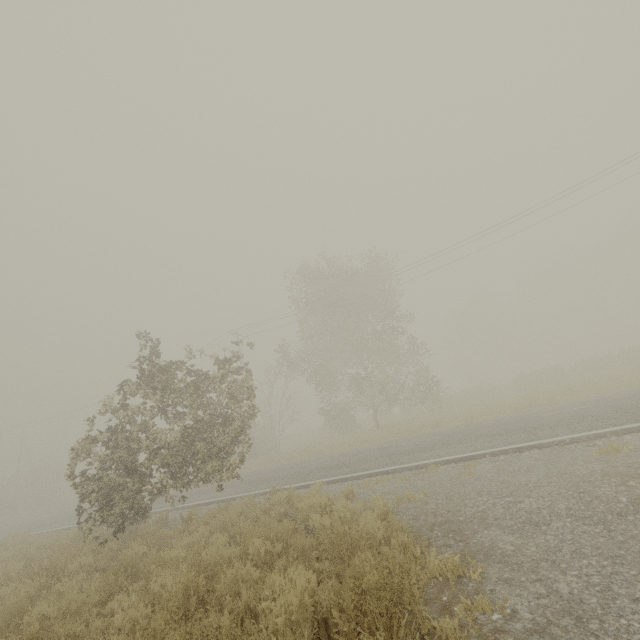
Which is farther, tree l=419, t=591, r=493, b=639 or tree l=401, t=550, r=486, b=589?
tree l=401, t=550, r=486, b=589

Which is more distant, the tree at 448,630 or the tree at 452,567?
the tree at 452,567

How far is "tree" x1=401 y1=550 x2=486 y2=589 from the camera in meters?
3.6

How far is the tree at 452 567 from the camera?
3.6m

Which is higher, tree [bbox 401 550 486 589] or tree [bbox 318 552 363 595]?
tree [bbox 401 550 486 589]

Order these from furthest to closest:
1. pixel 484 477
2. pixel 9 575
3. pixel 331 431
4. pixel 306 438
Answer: pixel 306 438 < pixel 331 431 < pixel 9 575 < pixel 484 477
